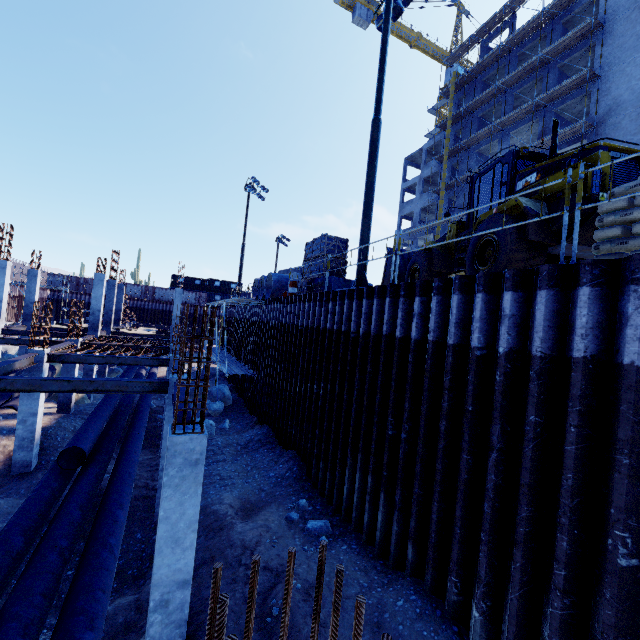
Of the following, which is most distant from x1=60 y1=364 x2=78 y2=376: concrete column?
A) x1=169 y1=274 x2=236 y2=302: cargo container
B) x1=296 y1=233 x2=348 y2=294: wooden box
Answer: x1=169 y1=274 x2=236 y2=302: cargo container

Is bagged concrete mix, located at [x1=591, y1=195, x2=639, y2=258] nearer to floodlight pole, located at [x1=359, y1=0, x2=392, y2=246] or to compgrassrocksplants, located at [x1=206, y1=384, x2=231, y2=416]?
floodlight pole, located at [x1=359, y1=0, x2=392, y2=246]

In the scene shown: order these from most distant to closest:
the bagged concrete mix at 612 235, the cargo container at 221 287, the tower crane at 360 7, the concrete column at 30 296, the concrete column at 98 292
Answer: the cargo container at 221 287 < the tower crane at 360 7 < the concrete column at 30 296 < the concrete column at 98 292 < the bagged concrete mix at 612 235

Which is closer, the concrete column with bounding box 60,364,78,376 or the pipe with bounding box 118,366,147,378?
the concrete column with bounding box 60,364,78,376

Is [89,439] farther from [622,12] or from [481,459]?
[622,12]

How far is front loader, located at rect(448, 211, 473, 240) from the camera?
9.7m

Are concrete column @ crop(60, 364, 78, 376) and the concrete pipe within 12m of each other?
yes

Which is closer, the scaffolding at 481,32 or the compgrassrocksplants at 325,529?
the compgrassrocksplants at 325,529
